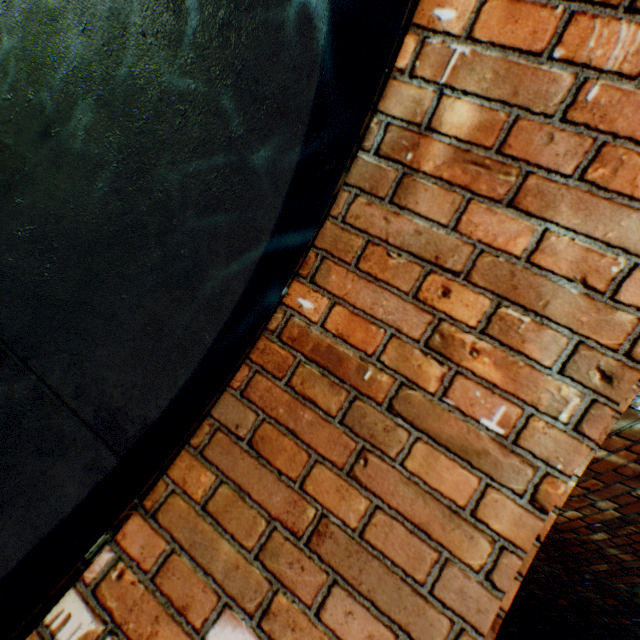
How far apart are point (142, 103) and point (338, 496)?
2.32m
